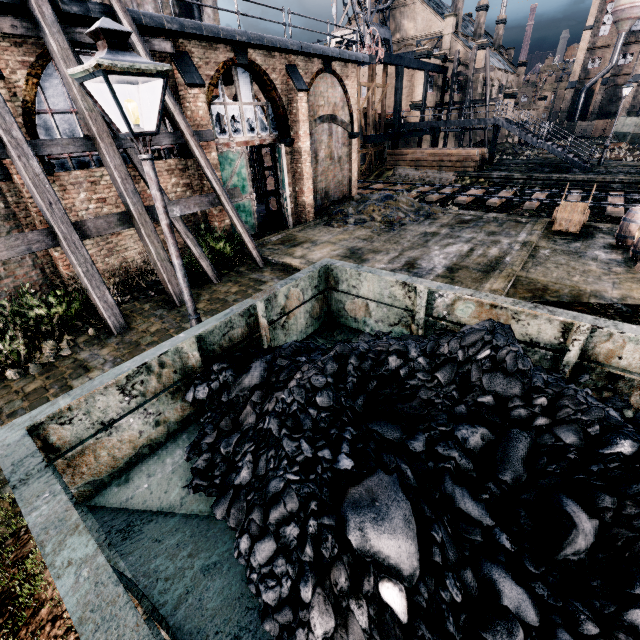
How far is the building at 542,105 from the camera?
53.35m

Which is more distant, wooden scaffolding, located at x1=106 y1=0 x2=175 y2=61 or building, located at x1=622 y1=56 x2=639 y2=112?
building, located at x1=622 y1=56 x2=639 y2=112

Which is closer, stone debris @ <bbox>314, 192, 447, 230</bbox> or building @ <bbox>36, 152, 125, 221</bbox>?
building @ <bbox>36, 152, 125, 221</bbox>

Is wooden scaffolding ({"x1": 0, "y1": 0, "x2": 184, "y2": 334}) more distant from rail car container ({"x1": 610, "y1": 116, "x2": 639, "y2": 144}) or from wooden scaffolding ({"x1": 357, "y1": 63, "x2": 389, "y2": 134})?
rail car container ({"x1": 610, "y1": 116, "x2": 639, "y2": 144})

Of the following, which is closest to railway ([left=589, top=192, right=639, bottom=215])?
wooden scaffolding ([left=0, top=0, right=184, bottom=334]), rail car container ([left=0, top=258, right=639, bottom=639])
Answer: wooden scaffolding ([left=0, top=0, right=184, bottom=334])

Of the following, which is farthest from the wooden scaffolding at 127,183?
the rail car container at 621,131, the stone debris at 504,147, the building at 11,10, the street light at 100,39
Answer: the rail car container at 621,131

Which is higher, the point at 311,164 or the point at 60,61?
the point at 60,61

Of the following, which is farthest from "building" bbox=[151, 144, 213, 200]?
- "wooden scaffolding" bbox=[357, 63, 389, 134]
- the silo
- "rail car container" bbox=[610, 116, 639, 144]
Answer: the silo
